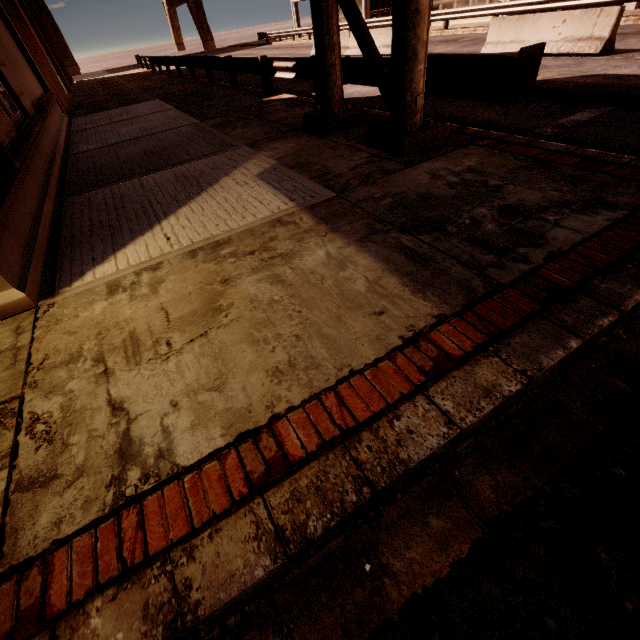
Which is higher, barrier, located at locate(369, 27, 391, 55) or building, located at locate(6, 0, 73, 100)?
building, located at locate(6, 0, 73, 100)

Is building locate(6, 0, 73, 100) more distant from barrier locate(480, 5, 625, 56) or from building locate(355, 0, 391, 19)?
building locate(355, 0, 391, 19)

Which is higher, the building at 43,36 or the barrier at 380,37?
the building at 43,36

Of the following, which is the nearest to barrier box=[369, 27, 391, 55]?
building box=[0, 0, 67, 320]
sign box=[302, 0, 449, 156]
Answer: sign box=[302, 0, 449, 156]

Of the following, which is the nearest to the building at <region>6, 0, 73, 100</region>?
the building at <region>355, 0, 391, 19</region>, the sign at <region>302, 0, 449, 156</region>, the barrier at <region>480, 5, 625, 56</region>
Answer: the sign at <region>302, 0, 449, 156</region>

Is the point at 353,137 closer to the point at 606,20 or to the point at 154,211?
the point at 154,211

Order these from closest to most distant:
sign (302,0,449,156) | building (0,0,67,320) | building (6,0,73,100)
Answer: building (0,0,67,320), sign (302,0,449,156), building (6,0,73,100)

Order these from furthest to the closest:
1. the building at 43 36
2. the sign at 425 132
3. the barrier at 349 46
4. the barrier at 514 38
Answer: the building at 43 36, the barrier at 349 46, the barrier at 514 38, the sign at 425 132
